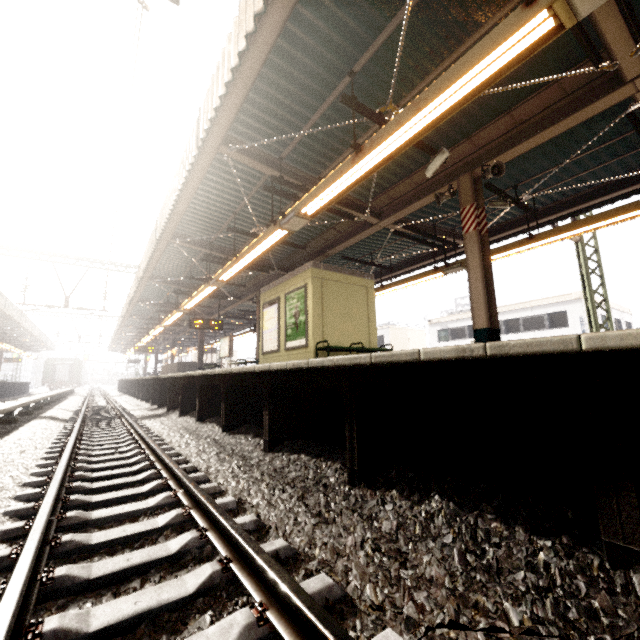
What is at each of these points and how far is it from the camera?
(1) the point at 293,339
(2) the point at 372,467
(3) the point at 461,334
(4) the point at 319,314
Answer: (1) sign, 9.34m
(2) platform underside, 3.21m
(3) window, 27.83m
(4) elevator, 8.81m

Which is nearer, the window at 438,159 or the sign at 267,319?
the window at 438,159

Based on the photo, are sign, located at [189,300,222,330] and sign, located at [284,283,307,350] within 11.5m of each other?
yes

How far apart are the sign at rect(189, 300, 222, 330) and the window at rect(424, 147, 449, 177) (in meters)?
12.18

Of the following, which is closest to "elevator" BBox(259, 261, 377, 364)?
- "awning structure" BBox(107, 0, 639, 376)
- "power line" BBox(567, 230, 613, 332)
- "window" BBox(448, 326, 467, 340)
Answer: "awning structure" BBox(107, 0, 639, 376)

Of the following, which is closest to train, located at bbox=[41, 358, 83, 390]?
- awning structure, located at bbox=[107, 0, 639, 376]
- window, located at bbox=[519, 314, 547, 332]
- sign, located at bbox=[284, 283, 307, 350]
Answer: awning structure, located at bbox=[107, 0, 639, 376]

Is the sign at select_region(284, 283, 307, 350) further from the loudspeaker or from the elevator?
the loudspeaker

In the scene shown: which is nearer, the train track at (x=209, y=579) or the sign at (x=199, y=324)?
the train track at (x=209, y=579)
